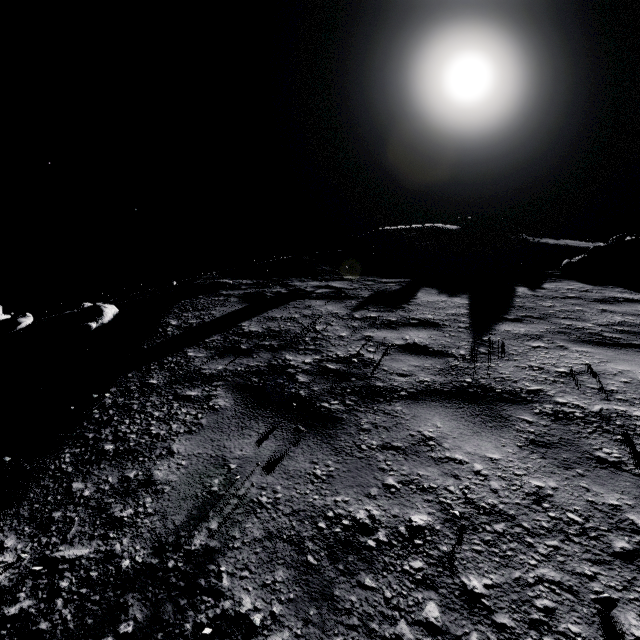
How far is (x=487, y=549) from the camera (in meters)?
1.47

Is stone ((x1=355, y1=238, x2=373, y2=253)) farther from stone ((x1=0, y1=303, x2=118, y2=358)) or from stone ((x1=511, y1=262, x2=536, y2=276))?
stone ((x1=0, y1=303, x2=118, y2=358))

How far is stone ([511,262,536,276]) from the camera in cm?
895

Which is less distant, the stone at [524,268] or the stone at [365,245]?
the stone at [524,268]

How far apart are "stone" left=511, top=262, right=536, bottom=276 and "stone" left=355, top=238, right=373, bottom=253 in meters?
4.3

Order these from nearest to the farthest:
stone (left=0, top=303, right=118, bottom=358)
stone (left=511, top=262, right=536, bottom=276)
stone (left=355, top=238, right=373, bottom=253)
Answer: stone (left=0, top=303, right=118, bottom=358) < stone (left=511, top=262, right=536, bottom=276) < stone (left=355, top=238, right=373, bottom=253)

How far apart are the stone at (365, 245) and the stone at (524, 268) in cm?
427
